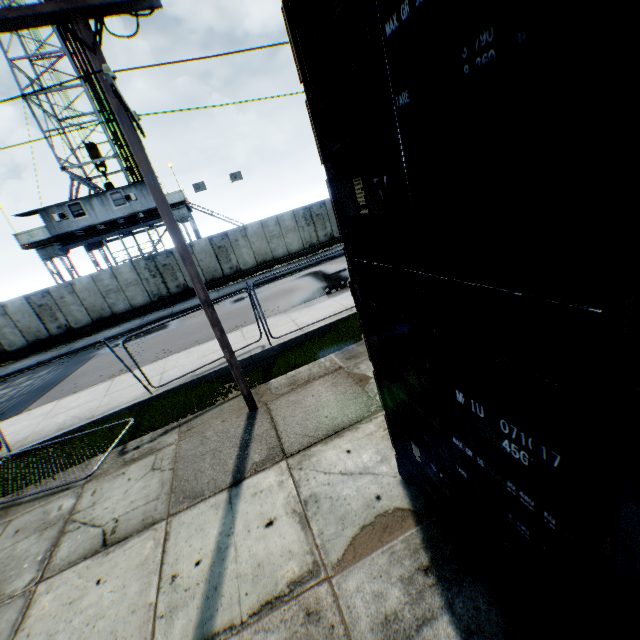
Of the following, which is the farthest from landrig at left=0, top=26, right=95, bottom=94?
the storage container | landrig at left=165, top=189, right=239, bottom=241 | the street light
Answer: the storage container

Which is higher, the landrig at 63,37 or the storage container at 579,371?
the landrig at 63,37

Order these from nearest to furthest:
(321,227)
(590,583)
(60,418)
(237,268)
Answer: (590,583) < (60,418) < (237,268) < (321,227)

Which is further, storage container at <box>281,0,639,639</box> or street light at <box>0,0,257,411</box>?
street light at <box>0,0,257,411</box>

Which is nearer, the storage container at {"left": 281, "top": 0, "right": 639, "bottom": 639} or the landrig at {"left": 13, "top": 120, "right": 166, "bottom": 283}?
the storage container at {"left": 281, "top": 0, "right": 639, "bottom": 639}

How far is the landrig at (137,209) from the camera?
21.2m

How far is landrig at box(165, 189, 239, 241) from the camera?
24.2 meters

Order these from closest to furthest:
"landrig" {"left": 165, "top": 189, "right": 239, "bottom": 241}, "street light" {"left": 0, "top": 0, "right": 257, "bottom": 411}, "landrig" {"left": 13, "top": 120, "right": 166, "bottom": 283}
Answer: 1. "street light" {"left": 0, "top": 0, "right": 257, "bottom": 411}
2. "landrig" {"left": 13, "top": 120, "right": 166, "bottom": 283}
3. "landrig" {"left": 165, "top": 189, "right": 239, "bottom": 241}
